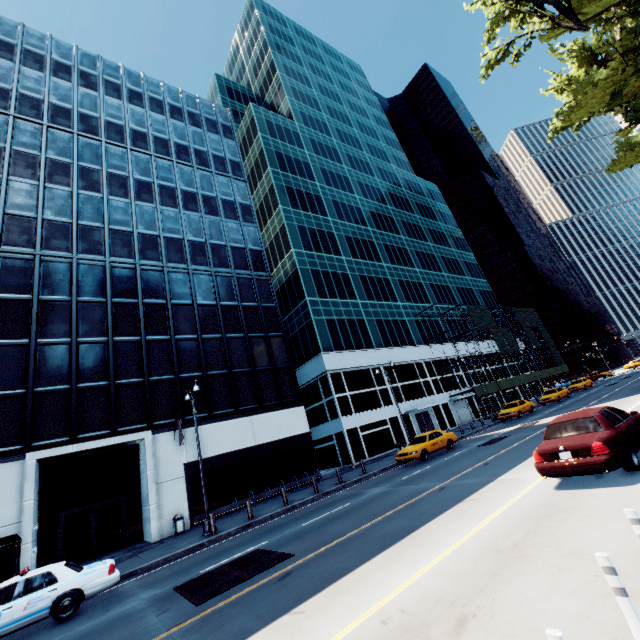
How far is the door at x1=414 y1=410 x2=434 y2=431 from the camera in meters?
36.8

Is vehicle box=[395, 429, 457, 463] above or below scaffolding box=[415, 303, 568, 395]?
below

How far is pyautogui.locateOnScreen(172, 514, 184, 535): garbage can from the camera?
18.5m

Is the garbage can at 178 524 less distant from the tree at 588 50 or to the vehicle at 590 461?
the vehicle at 590 461

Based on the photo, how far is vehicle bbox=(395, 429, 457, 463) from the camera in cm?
2036

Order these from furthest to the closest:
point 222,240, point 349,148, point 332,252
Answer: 1. point 349,148
2. point 332,252
3. point 222,240

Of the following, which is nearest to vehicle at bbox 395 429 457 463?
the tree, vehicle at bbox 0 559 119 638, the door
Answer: the door

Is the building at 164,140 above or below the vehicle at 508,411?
above
